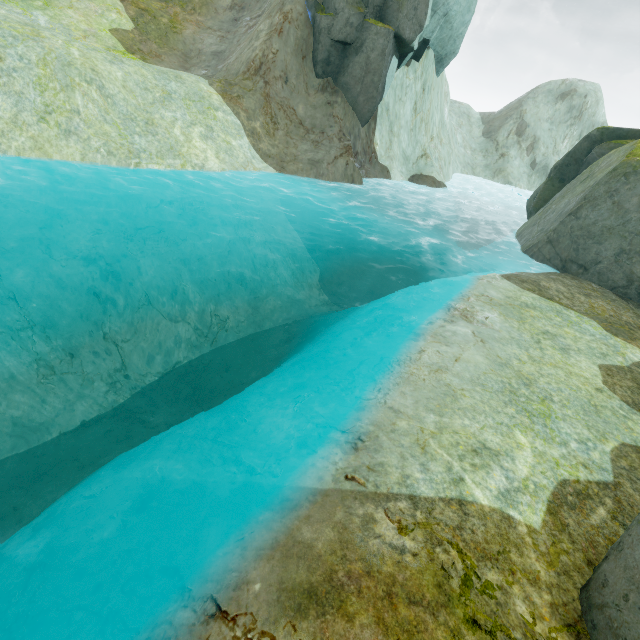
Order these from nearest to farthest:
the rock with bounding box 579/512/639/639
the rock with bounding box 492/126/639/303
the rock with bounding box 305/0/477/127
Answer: the rock with bounding box 579/512/639/639 → the rock with bounding box 492/126/639/303 → the rock with bounding box 305/0/477/127

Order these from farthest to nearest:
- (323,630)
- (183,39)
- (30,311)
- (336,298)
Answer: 1. (183,39)
2. (336,298)
3. (30,311)
4. (323,630)

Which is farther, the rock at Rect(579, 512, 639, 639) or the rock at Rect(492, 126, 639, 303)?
the rock at Rect(492, 126, 639, 303)

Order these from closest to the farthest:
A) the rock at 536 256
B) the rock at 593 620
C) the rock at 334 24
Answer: the rock at 593 620 < the rock at 536 256 < the rock at 334 24

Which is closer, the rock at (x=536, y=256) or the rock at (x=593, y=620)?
the rock at (x=593, y=620)

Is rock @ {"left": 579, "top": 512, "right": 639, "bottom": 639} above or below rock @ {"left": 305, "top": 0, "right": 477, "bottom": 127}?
below
